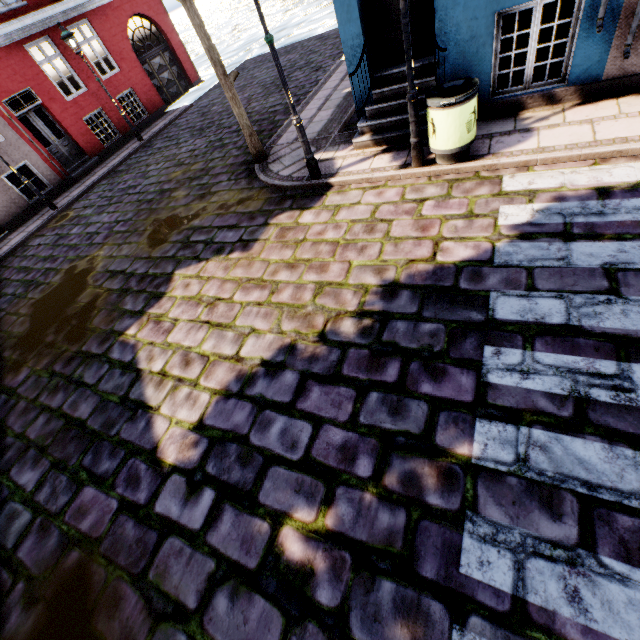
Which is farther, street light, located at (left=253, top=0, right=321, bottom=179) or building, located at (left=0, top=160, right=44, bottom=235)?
building, located at (left=0, top=160, right=44, bottom=235)

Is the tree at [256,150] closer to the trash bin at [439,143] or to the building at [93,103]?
the building at [93,103]

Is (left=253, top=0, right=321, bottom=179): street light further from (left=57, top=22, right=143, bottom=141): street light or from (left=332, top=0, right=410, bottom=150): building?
(left=332, top=0, right=410, bottom=150): building

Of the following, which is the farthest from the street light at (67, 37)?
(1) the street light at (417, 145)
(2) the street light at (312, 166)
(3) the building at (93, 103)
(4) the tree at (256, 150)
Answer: (1) the street light at (417, 145)

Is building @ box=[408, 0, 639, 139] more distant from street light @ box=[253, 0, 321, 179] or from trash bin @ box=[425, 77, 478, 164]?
street light @ box=[253, 0, 321, 179]

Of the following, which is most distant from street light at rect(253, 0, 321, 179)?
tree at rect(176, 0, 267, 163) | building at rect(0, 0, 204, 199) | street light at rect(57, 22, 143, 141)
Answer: tree at rect(176, 0, 267, 163)

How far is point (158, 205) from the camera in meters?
8.6

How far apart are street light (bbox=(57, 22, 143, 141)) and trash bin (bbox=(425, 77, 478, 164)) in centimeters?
1332cm
